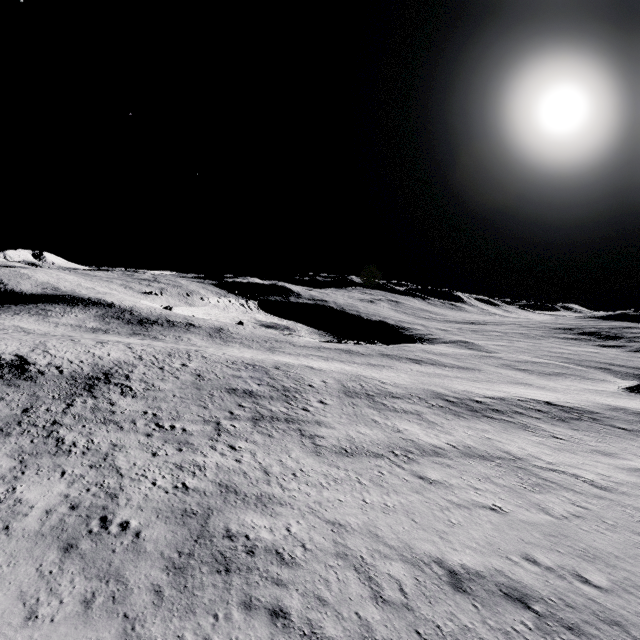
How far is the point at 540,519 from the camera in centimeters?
1591cm
